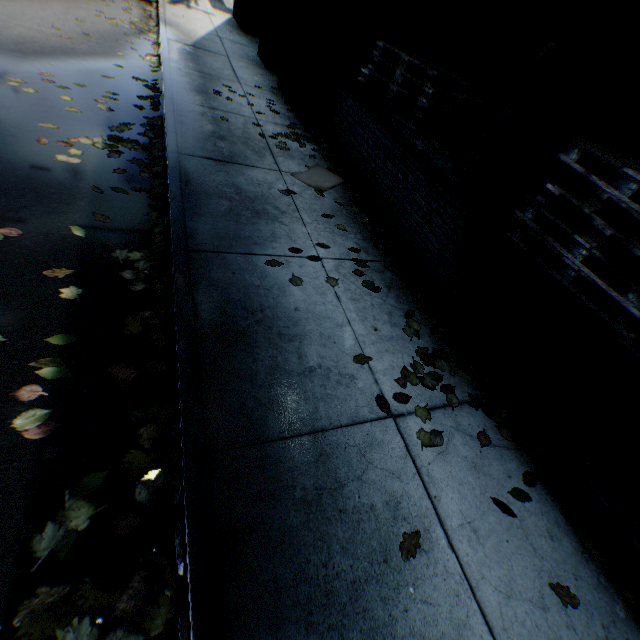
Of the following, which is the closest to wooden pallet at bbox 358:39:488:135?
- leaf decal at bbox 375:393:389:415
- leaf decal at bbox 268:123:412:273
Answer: leaf decal at bbox 268:123:412:273

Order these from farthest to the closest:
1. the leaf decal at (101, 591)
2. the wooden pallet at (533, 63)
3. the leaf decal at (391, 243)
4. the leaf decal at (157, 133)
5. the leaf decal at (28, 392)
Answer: the leaf decal at (391, 243) → the wooden pallet at (533, 63) → the leaf decal at (157, 133) → the leaf decal at (28, 392) → the leaf decal at (101, 591)

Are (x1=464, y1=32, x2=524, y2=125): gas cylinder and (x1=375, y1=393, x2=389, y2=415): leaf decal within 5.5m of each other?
no

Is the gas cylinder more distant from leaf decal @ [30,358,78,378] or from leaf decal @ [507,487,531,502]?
leaf decal @ [30,358,78,378]

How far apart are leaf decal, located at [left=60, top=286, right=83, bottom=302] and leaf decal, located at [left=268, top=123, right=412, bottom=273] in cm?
154

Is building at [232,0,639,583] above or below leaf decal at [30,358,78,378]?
above

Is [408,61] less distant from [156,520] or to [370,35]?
[370,35]

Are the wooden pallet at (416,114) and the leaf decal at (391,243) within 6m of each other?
yes
